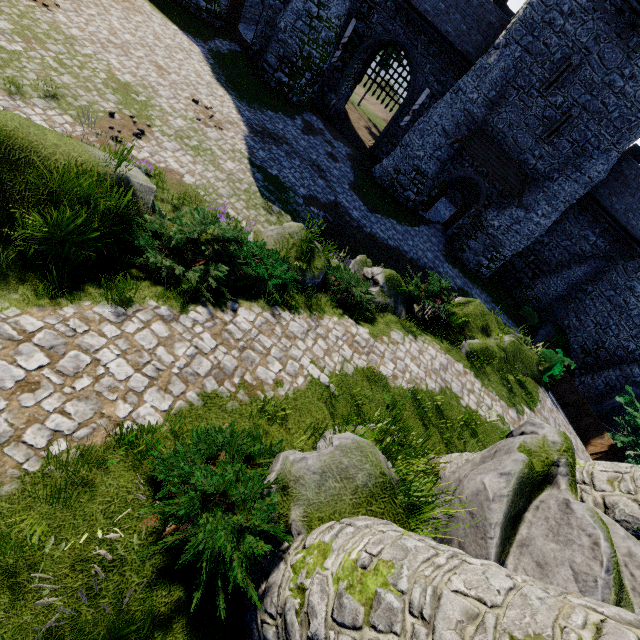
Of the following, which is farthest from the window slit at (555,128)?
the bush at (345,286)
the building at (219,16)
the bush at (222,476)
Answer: the bush at (222,476)

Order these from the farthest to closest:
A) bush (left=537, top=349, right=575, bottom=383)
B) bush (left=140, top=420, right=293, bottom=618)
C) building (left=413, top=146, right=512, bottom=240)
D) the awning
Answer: building (left=413, top=146, right=512, bottom=240), the awning, bush (left=537, top=349, right=575, bottom=383), bush (left=140, top=420, right=293, bottom=618)

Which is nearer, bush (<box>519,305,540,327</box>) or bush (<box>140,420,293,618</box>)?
bush (<box>140,420,293,618</box>)

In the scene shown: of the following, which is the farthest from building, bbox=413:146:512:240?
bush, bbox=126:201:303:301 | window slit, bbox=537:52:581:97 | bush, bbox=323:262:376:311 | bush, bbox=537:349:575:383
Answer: bush, bbox=126:201:303:301

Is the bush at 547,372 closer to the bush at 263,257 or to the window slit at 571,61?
the bush at 263,257

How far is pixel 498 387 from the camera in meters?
12.3

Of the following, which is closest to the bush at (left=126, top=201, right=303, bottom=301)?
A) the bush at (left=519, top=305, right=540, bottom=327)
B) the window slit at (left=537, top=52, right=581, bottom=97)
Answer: the window slit at (left=537, top=52, right=581, bottom=97)

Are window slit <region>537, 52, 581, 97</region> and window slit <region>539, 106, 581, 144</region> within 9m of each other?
yes
